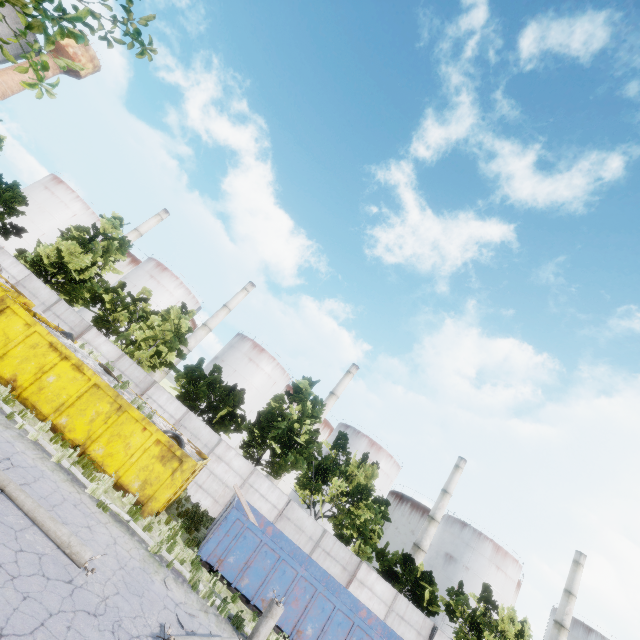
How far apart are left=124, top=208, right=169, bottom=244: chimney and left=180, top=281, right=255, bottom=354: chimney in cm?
1852

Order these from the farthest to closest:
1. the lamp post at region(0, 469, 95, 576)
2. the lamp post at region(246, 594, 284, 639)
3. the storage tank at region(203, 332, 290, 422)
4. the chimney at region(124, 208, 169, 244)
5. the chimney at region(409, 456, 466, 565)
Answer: the chimney at region(124, 208, 169, 244), the storage tank at region(203, 332, 290, 422), the chimney at region(409, 456, 466, 565), the lamp post at region(246, 594, 284, 639), the lamp post at region(0, 469, 95, 576)

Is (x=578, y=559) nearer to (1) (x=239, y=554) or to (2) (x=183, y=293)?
(1) (x=239, y=554)

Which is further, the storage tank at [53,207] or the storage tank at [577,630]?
the storage tank at [53,207]

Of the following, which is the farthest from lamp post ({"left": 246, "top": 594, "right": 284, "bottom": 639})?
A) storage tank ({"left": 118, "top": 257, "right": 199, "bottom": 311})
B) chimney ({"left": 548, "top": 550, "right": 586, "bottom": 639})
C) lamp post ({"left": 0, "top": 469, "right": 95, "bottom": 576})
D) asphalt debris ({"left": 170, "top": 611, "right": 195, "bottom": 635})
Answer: chimney ({"left": 548, "top": 550, "right": 586, "bottom": 639})

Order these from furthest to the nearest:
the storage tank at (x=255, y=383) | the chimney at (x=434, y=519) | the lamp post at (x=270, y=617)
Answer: the storage tank at (x=255, y=383)
the chimney at (x=434, y=519)
the lamp post at (x=270, y=617)

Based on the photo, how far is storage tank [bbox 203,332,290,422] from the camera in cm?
5134

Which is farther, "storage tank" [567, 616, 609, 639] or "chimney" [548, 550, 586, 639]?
"storage tank" [567, 616, 609, 639]
